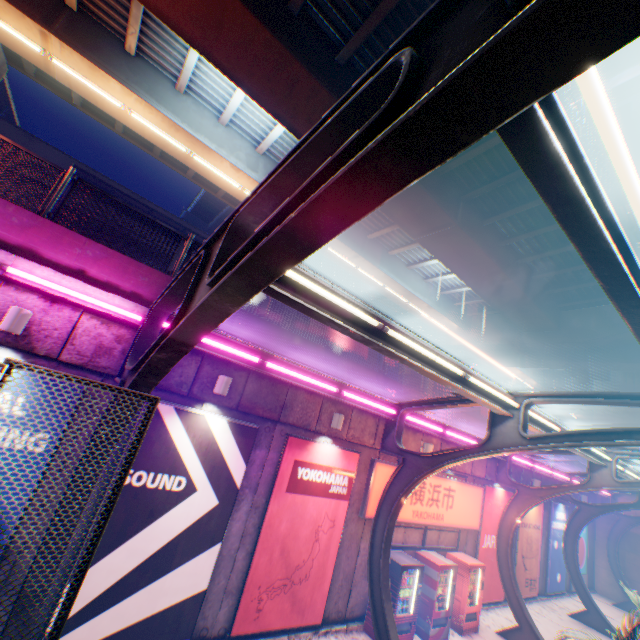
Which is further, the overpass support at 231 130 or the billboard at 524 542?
the billboard at 524 542

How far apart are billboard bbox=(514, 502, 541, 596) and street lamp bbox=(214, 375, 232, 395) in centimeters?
1599cm

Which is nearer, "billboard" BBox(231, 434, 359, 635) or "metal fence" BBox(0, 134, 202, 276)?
"metal fence" BBox(0, 134, 202, 276)

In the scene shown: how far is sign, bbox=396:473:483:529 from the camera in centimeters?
1068cm

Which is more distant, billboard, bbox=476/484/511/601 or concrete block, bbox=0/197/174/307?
billboard, bbox=476/484/511/601

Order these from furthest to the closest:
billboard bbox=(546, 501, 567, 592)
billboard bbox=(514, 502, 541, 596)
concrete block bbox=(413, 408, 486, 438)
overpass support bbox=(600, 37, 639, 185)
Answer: overpass support bbox=(600, 37, 639, 185) < billboard bbox=(546, 501, 567, 592) < billboard bbox=(514, 502, 541, 596) < concrete block bbox=(413, 408, 486, 438)

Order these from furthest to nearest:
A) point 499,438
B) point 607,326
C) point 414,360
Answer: point 607,326
point 499,438
point 414,360

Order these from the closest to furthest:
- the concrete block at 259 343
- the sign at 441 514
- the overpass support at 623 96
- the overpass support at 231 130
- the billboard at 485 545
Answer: the concrete block at 259 343, the overpass support at 231 130, the sign at 441 514, the billboard at 485 545, the overpass support at 623 96
